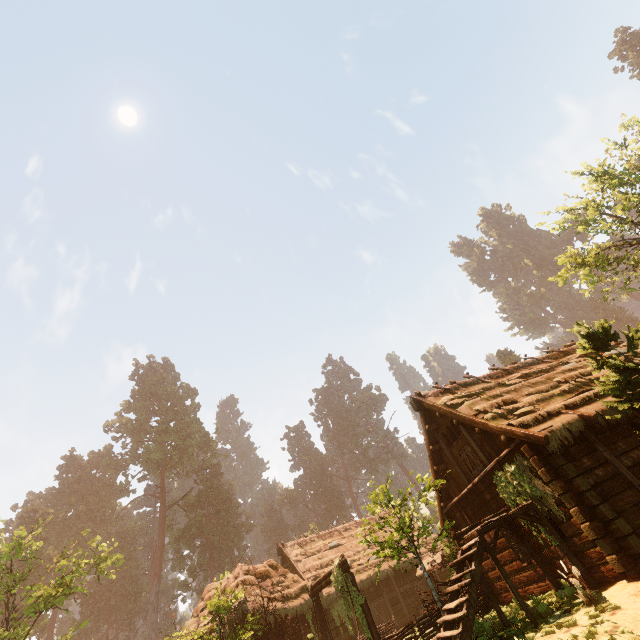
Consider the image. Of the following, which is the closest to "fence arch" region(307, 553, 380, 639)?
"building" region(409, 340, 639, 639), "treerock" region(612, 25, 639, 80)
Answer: "building" region(409, 340, 639, 639)

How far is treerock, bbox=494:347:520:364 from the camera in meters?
50.8

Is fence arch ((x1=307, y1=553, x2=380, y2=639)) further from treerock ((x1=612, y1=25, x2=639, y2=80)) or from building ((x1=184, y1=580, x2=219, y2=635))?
treerock ((x1=612, y1=25, x2=639, y2=80))

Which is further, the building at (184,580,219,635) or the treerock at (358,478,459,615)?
the building at (184,580,219,635)

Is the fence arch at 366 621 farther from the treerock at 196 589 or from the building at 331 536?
the treerock at 196 589

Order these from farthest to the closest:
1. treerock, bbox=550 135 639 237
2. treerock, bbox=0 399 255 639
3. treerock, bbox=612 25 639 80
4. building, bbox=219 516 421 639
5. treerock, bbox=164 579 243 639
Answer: treerock, bbox=612 25 639 80
treerock, bbox=0 399 255 639
building, bbox=219 516 421 639
treerock, bbox=550 135 639 237
treerock, bbox=164 579 243 639

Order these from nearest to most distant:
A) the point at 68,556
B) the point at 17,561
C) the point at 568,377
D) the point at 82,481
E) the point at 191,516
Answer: the point at 568,377 < the point at 17,561 < the point at 68,556 < the point at 191,516 < the point at 82,481
